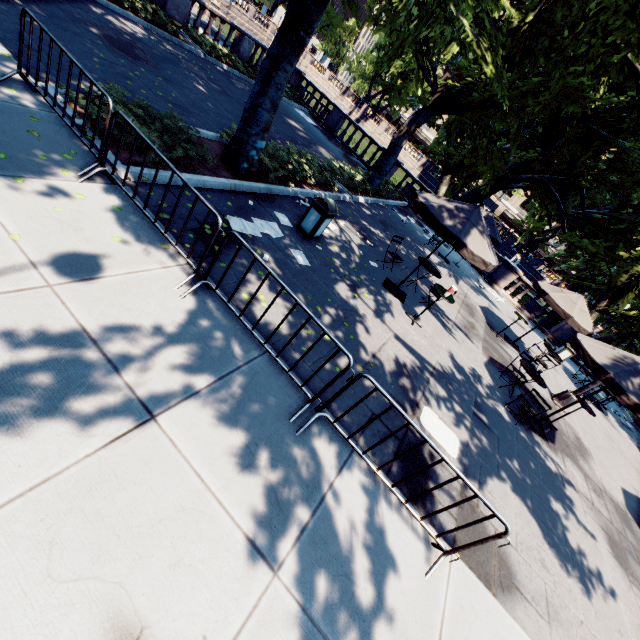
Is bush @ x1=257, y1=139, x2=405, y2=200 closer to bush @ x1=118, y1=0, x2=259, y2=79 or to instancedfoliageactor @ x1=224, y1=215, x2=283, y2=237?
instancedfoliageactor @ x1=224, y1=215, x2=283, y2=237

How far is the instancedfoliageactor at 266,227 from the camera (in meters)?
6.54

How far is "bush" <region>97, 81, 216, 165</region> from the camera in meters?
5.9 m

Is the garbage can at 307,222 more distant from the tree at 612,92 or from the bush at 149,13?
the bush at 149,13

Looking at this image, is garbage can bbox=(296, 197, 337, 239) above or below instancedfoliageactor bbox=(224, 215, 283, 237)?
above

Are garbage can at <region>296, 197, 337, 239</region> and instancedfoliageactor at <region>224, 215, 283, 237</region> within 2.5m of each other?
yes

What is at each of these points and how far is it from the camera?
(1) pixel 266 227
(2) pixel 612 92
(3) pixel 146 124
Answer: (1) instancedfoliageactor, 7.3m
(2) tree, 13.9m
(3) bush, 6.5m

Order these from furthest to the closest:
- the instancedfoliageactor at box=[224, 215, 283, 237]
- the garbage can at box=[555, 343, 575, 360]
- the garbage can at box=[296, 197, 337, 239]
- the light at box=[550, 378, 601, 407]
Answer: the garbage can at box=[555, 343, 575, 360] < the light at box=[550, 378, 601, 407] < the garbage can at box=[296, 197, 337, 239] < the instancedfoliageactor at box=[224, 215, 283, 237]
